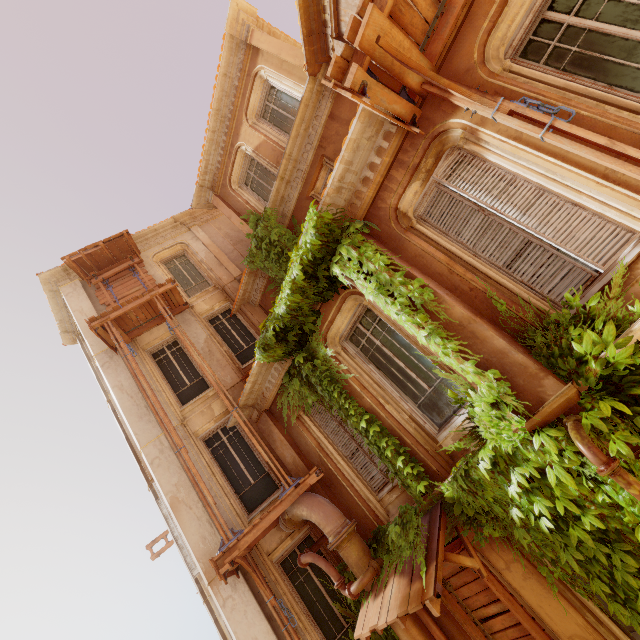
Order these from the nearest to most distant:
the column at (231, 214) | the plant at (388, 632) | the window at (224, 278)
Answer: the plant at (388, 632), the column at (231, 214), the window at (224, 278)

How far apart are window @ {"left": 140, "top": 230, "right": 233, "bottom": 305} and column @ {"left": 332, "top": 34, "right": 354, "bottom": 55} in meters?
7.3 m

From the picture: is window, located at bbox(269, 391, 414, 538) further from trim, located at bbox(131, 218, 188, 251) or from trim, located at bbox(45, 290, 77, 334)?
trim, located at bbox(45, 290, 77, 334)

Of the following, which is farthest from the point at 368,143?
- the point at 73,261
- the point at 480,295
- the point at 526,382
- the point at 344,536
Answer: the point at 73,261

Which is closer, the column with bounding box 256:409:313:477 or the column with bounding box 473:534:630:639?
the column with bounding box 473:534:630:639

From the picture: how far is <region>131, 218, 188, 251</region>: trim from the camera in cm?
1364

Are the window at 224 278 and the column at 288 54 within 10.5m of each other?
yes

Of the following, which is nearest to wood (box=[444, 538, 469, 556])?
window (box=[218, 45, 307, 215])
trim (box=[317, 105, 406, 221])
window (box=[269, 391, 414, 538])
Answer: window (box=[269, 391, 414, 538])
